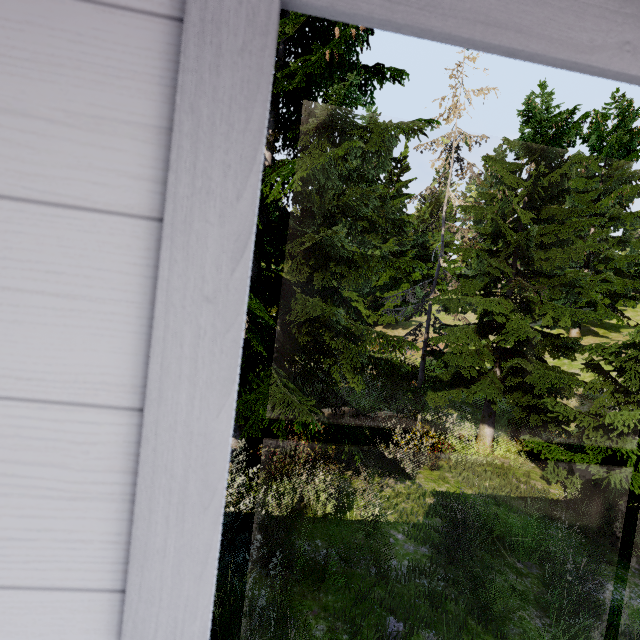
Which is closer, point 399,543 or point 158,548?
point 158,548
